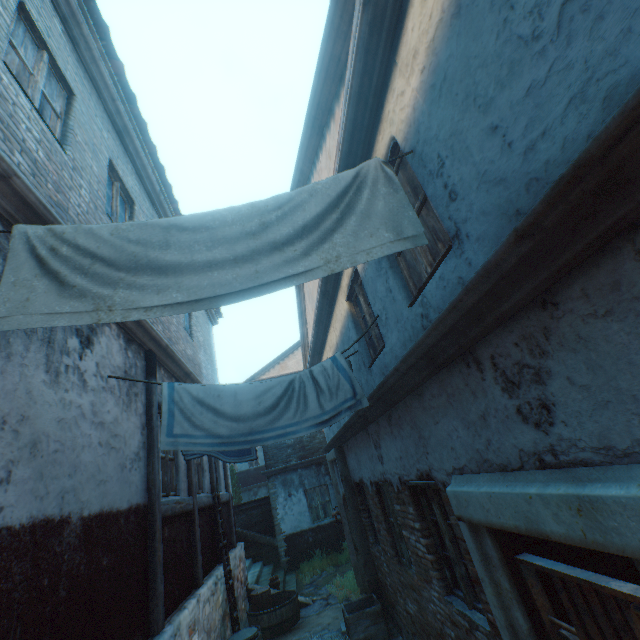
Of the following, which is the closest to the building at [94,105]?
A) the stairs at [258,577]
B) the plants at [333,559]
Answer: the stairs at [258,577]

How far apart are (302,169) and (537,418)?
6.2m

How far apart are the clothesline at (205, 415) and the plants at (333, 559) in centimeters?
967cm

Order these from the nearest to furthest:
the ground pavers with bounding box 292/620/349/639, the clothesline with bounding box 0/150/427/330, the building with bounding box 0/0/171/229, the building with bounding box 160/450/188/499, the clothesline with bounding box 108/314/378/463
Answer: the clothesline with bounding box 0/150/427/330 < the building with bounding box 0/0/171/229 < the clothesline with bounding box 108/314/378/463 < the building with bounding box 160/450/188/499 < the ground pavers with bounding box 292/620/349/639

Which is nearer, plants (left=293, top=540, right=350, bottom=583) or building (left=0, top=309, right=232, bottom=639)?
building (left=0, top=309, right=232, bottom=639)

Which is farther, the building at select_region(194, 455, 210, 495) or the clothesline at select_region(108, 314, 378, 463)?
the building at select_region(194, 455, 210, 495)

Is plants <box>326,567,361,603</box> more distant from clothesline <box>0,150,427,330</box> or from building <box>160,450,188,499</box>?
clothesline <box>0,150,427,330</box>

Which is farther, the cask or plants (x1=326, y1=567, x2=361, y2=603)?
plants (x1=326, y1=567, x2=361, y2=603)
